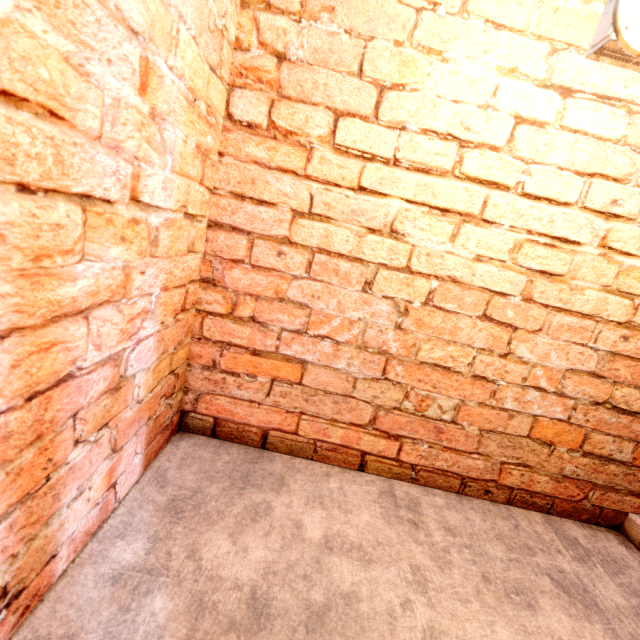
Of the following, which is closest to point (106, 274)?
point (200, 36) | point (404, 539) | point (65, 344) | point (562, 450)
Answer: point (65, 344)
